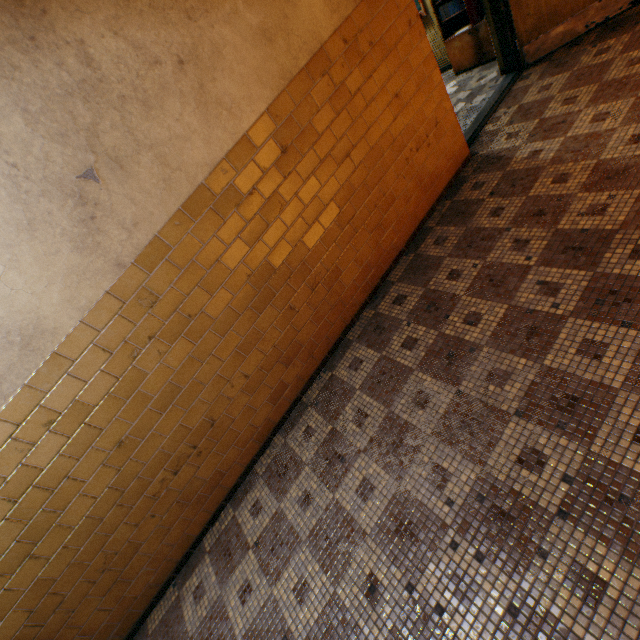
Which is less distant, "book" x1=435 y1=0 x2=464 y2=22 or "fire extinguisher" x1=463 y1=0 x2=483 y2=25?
"fire extinguisher" x1=463 y1=0 x2=483 y2=25

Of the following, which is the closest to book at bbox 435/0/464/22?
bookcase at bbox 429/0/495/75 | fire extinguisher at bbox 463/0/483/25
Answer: bookcase at bbox 429/0/495/75

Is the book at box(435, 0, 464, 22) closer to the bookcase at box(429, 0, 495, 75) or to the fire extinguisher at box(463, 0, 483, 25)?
the bookcase at box(429, 0, 495, 75)

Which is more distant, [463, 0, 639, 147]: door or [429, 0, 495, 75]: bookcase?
[429, 0, 495, 75]: bookcase

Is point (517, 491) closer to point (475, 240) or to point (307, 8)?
point (475, 240)

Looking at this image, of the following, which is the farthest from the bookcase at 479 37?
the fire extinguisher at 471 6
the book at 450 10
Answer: the fire extinguisher at 471 6
